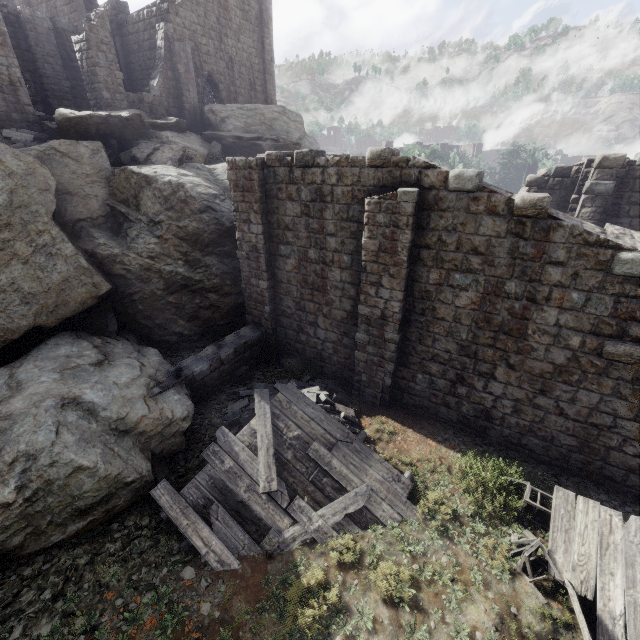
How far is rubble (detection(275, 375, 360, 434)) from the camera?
9.6m

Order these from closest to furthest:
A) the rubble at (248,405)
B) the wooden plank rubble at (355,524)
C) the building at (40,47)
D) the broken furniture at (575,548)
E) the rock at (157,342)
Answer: the broken furniture at (575,548) < the wooden plank rubble at (355,524) < the rubble at (248,405) < the rock at (157,342) < the building at (40,47)

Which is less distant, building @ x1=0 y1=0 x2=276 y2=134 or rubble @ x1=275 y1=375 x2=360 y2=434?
rubble @ x1=275 y1=375 x2=360 y2=434

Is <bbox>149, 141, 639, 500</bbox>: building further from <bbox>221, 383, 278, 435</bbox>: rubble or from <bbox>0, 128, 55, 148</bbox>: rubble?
<bbox>0, 128, 55, 148</bbox>: rubble

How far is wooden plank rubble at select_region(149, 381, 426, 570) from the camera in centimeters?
656cm

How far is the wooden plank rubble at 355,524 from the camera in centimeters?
656cm

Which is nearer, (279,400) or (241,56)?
(279,400)

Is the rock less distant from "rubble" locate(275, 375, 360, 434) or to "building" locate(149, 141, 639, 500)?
"building" locate(149, 141, 639, 500)
